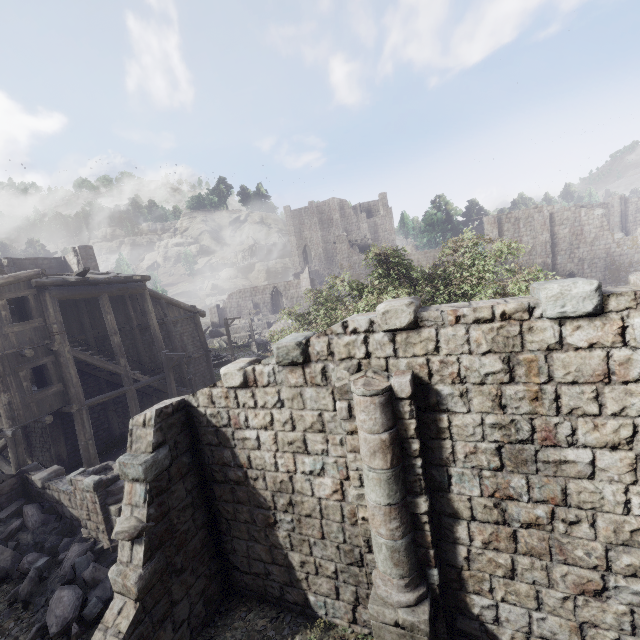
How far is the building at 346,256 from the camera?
53.5m

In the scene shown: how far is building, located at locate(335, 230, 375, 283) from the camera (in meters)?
53.53

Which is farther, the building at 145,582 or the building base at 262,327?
the building base at 262,327

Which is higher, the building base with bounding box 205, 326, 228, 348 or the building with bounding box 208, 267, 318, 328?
the building with bounding box 208, 267, 318, 328

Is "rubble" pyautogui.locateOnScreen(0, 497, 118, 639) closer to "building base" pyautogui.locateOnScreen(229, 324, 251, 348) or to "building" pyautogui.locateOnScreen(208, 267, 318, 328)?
"building" pyautogui.locateOnScreen(208, 267, 318, 328)

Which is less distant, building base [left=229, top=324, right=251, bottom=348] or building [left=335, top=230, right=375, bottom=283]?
building base [left=229, top=324, right=251, bottom=348]

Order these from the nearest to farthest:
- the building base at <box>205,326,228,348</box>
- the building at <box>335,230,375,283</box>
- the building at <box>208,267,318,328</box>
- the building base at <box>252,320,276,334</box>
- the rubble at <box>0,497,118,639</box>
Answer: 1. the rubble at <box>0,497,118,639</box>
2. the building base at <box>205,326,228,348</box>
3. the building base at <box>252,320,276,334</box>
4. the building at <box>208,267,318,328</box>
5. the building at <box>335,230,375,283</box>

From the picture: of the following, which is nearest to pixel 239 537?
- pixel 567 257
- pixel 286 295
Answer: pixel 286 295
